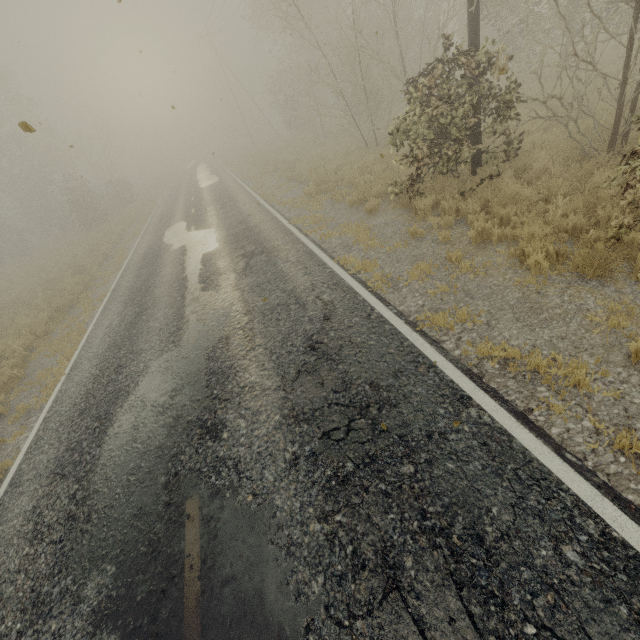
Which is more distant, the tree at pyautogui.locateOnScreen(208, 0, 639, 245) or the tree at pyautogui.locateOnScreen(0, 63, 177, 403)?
the tree at pyautogui.locateOnScreen(0, 63, 177, 403)

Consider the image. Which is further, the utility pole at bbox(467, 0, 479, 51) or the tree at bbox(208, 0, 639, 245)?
the utility pole at bbox(467, 0, 479, 51)

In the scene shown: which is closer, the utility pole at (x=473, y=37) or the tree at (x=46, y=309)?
the utility pole at (x=473, y=37)

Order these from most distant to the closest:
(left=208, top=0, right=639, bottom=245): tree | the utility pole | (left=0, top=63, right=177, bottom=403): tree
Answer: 1. (left=0, top=63, right=177, bottom=403): tree
2. the utility pole
3. (left=208, top=0, right=639, bottom=245): tree

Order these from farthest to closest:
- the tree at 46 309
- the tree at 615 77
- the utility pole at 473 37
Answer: the tree at 46 309
the utility pole at 473 37
the tree at 615 77

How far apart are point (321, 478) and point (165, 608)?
1.9m
